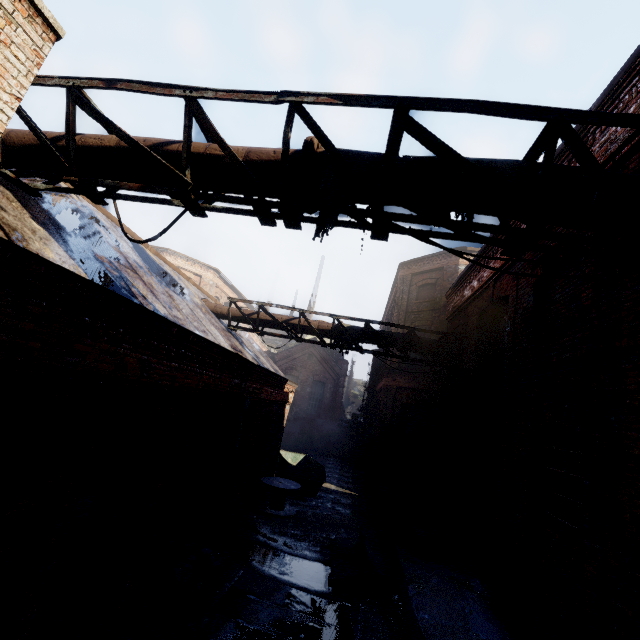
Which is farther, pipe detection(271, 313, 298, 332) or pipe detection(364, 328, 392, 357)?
pipe detection(271, 313, 298, 332)

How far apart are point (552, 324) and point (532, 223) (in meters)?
2.95

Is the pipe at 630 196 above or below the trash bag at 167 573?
above

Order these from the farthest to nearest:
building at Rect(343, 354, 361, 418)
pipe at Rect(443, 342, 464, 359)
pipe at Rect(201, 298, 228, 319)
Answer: building at Rect(343, 354, 361, 418), pipe at Rect(201, 298, 228, 319), pipe at Rect(443, 342, 464, 359)

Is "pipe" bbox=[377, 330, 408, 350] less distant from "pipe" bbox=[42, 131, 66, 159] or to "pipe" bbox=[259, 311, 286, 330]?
"pipe" bbox=[259, 311, 286, 330]

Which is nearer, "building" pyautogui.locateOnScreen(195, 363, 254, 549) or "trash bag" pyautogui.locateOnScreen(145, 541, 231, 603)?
"trash bag" pyautogui.locateOnScreen(145, 541, 231, 603)

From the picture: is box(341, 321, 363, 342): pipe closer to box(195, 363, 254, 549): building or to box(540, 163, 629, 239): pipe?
box(195, 363, 254, 549): building

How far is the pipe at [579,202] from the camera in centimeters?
291cm
